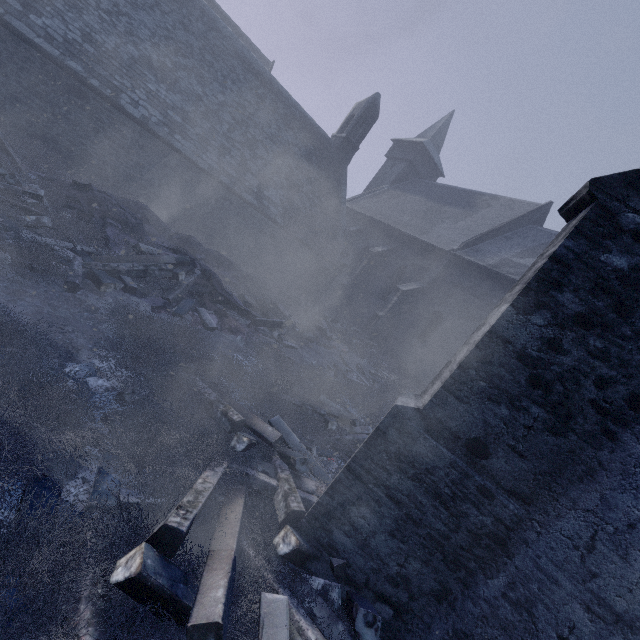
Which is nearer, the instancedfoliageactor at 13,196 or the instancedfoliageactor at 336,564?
the instancedfoliageactor at 13,196

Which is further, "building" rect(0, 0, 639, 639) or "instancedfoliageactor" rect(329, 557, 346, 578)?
"instancedfoliageactor" rect(329, 557, 346, 578)

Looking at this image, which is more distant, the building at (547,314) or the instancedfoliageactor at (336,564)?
the instancedfoliageactor at (336,564)

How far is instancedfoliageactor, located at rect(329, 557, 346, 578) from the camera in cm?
315

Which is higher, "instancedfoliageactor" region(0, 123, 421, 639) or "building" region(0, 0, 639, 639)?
"building" region(0, 0, 639, 639)

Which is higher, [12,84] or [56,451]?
[12,84]

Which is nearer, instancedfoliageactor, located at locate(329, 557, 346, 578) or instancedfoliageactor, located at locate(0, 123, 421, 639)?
instancedfoliageactor, located at locate(0, 123, 421, 639)
